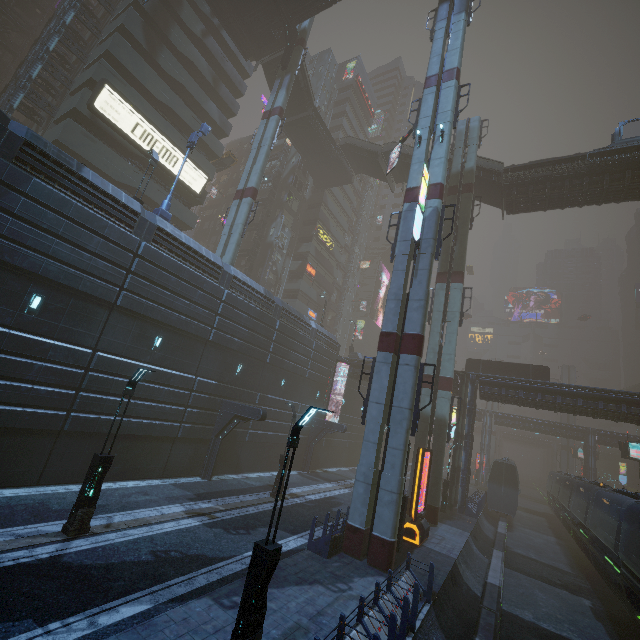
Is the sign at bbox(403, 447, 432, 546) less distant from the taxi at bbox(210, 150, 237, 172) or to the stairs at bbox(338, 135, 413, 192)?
the stairs at bbox(338, 135, 413, 192)

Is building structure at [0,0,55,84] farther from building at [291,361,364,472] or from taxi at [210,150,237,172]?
taxi at [210,150,237,172]

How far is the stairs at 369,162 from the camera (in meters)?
36.91

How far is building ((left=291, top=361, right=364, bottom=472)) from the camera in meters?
30.2 m

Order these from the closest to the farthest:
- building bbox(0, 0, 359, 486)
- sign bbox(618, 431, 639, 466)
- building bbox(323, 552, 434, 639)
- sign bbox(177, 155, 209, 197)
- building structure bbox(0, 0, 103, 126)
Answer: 1. building bbox(323, 552, 434, 639)
2. building bbox(0, 0, 359, 486)
3. building structure bbox(0, 0, 103, 126)
4. sign bbox(618, 431, 639, 466)
5. sign bbox(177, 155, 209, 197)

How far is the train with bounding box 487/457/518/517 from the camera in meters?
31.7 m

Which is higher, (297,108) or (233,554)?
(297,108)

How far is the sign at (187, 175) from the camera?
30.72m
